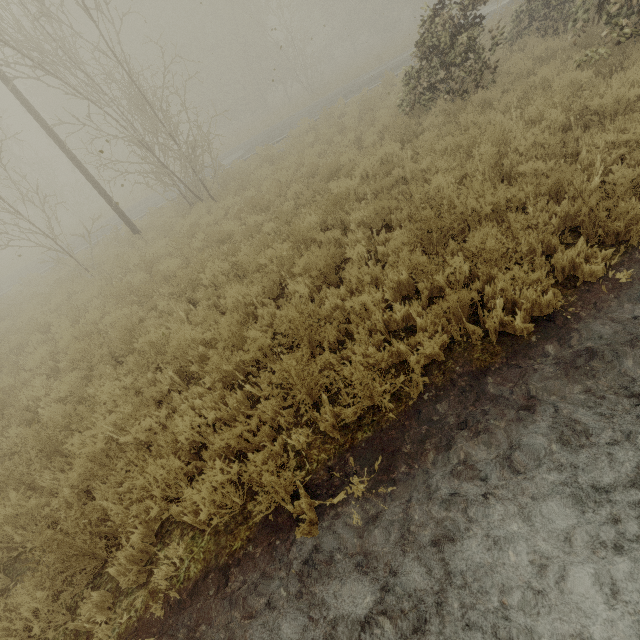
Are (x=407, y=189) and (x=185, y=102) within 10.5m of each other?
no
